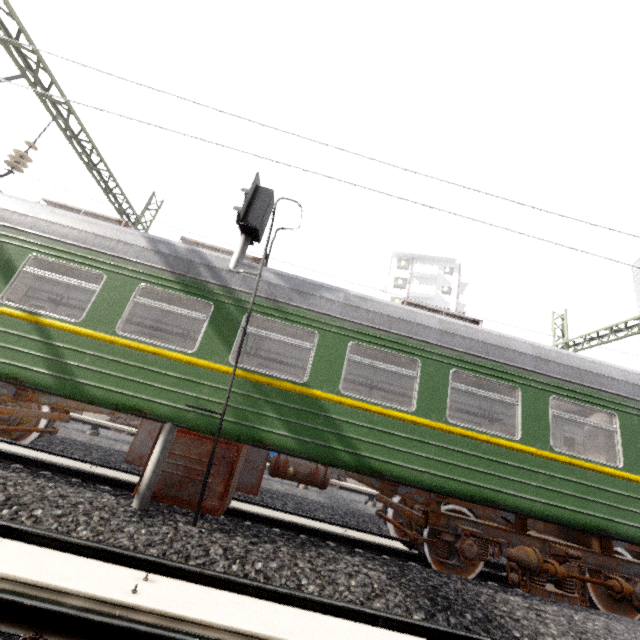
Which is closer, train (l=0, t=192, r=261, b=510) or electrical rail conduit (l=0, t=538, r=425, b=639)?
electrical rail conduit (l=0, t=538, r=425, b=639)

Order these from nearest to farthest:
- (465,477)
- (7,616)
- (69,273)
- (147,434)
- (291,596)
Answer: (7,616) → (291,596) → (465,477) → (147,434) → (69,273)

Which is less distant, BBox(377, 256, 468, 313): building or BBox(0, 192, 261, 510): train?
BBox(0, 192, 261, 510): train

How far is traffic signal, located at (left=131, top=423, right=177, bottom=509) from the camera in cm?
441

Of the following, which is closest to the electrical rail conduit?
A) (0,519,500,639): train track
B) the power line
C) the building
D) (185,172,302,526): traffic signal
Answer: (0,519,500,639): train track

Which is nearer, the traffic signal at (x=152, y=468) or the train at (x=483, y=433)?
the traffic signal at (x=152, y=468)

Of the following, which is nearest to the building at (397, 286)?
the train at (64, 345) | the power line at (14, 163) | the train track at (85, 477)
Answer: the train at (64, 345)

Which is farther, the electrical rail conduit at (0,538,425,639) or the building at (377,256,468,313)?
the building at (377,256,468,313)
